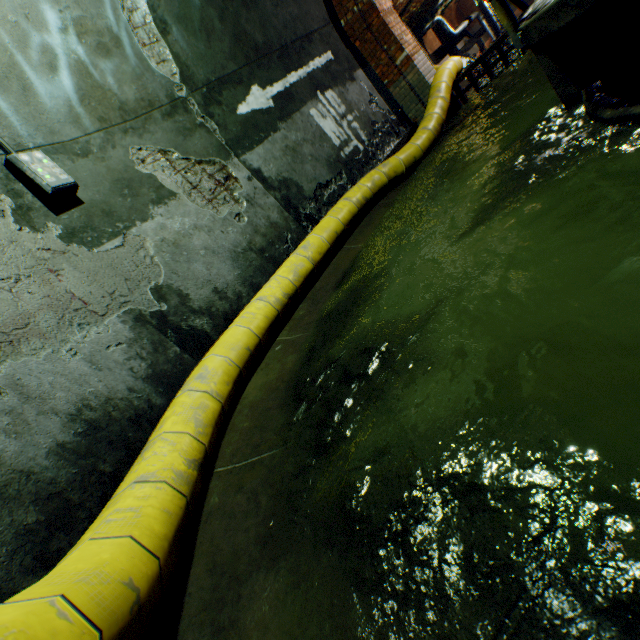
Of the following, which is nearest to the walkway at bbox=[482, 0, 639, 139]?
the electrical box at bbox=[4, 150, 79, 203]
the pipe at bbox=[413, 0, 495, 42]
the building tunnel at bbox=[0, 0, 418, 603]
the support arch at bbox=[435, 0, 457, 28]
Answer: the building tunnel at bbox=[0, 0, 418, 603]

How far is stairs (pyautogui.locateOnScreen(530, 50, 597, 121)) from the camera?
2.3m

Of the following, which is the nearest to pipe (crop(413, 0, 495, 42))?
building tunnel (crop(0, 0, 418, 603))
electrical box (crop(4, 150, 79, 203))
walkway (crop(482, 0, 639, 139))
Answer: building tunnel (crop(0, 0, 418, 603))

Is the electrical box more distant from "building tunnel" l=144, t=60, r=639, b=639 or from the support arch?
the support arch

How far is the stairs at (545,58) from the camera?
2.3 meters

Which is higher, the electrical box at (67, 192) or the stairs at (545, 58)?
the electrical box at (67, 192)

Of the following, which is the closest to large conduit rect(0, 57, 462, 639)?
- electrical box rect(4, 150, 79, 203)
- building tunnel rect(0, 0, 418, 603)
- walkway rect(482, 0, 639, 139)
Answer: building tunnel rect(0, 0, 418, 603)

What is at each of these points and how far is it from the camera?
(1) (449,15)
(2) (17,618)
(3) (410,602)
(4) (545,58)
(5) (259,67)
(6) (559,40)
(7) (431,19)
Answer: (1) support arch, 34.44m
(2) large conduit, 0.74m
(3) building tunnel, 0.96m
(4) stairs, 2.36m
(5) building tunnel, 5.06m
(6) walkway, 1.62m
(7) pipe, 26.14m
